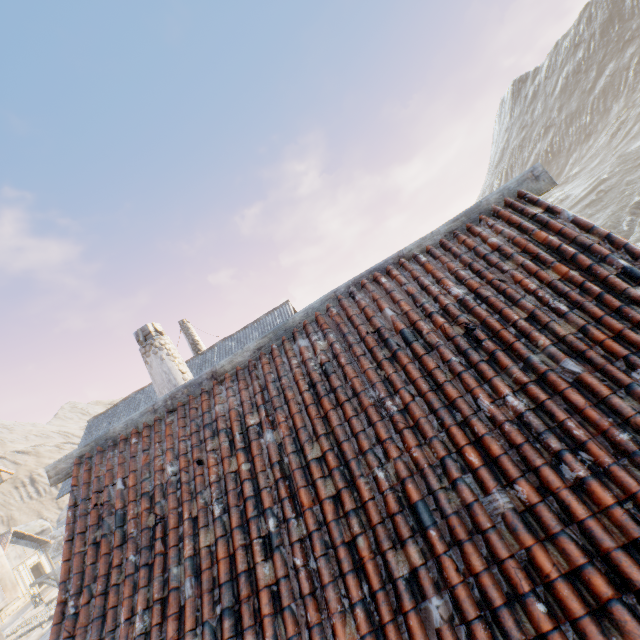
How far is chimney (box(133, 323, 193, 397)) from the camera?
7.3m

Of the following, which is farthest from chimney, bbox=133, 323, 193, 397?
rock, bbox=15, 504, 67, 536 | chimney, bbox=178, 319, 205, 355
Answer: chimney, bbox=178, 319, 205, 355

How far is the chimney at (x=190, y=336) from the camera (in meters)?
21.50

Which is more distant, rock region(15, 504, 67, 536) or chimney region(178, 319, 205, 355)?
rock region(15, 504, 67, 536)

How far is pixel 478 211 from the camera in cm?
447

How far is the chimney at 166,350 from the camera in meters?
7.3 m
